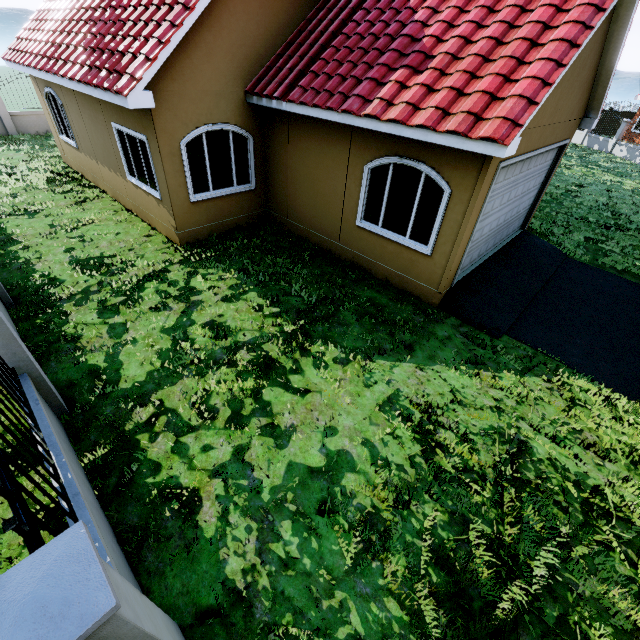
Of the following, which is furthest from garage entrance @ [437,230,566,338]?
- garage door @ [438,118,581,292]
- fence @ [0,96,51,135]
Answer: fence @ [0,96,51,135]

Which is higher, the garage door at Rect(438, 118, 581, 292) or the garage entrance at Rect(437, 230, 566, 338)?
the garage door at Rect(438, 118, 581, 292)

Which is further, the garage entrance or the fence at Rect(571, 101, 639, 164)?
the fence at Rect(571, 101, 639, 164)

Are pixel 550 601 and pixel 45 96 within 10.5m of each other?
no

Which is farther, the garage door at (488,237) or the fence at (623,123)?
the fence at (623,123)

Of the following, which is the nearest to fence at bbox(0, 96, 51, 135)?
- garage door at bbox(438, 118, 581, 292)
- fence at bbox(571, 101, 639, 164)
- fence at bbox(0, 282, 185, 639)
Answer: fence at bbox(0, 282, 185, 639)

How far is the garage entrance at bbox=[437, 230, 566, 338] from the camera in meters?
6.8 m

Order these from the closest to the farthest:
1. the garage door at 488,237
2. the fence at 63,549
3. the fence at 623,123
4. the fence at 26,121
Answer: the fence at 63,549 → the garage door at 488,237 → the fence at 26,121 → the fence at 623,123
